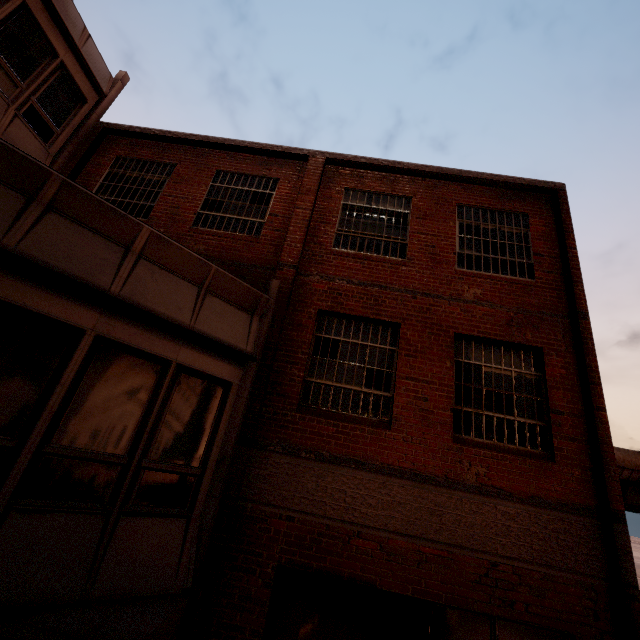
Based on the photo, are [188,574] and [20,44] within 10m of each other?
no
